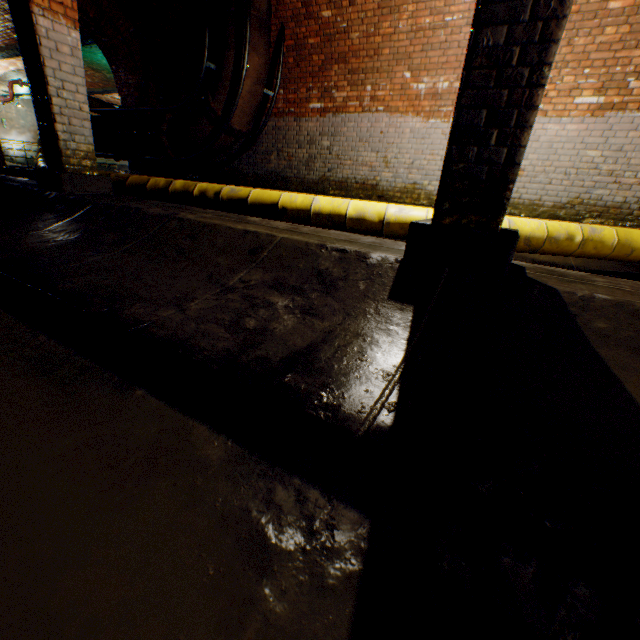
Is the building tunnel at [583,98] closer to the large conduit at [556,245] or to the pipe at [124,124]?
the large conduit at [556,245]

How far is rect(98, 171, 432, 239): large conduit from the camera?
4.02m

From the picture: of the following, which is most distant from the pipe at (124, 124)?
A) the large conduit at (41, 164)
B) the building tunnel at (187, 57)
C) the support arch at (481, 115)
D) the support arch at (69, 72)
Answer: the support arch at (481, 115)

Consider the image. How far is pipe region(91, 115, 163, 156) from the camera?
8.1m

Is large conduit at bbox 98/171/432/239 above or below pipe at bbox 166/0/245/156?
below

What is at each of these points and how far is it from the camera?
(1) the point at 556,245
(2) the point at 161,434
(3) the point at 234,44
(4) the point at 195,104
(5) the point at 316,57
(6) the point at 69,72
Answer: (1) large conduit, 3.92m
(2) building tunnel, 1.14m
(3) pipe, 6.28m
(4) building tunnel, 8.77m
(5) building tunnel, 6.75m
(6) support arch, 3.84m

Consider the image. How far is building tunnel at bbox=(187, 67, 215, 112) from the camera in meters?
8.1 m
